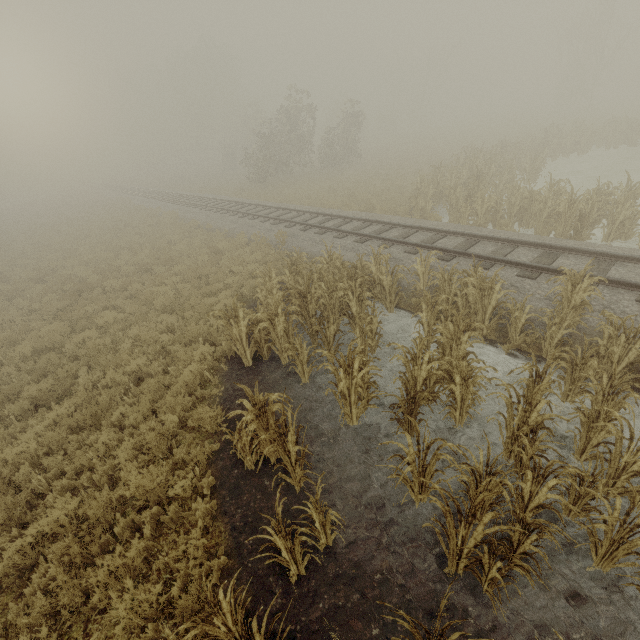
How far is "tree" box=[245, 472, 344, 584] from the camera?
3.7 meters

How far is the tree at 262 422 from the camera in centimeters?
452cm

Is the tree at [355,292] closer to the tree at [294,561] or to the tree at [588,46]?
the tree at [294,561]

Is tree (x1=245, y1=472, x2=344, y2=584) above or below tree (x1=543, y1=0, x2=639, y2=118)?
below

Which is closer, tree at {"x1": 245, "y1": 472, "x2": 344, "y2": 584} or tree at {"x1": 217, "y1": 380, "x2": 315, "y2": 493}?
tree at {"x1": 245, "y1": 472, "x2": 344, "y2": 584}

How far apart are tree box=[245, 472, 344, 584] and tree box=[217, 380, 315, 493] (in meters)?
0.69

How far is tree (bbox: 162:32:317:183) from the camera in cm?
2884

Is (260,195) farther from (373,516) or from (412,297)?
(373,516)
